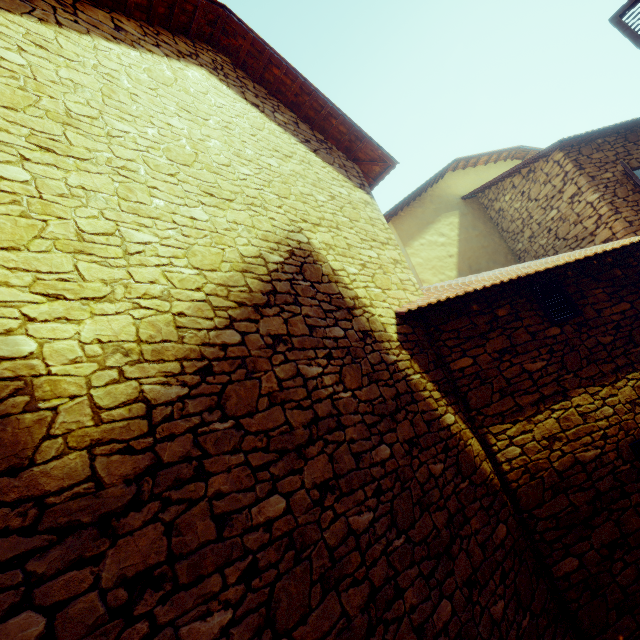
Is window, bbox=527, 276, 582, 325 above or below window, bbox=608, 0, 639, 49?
below

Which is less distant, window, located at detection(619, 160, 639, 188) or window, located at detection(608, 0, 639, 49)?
window, located at detection(608, 0, 639, 49)

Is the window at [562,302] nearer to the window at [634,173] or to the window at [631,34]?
the window at [631,34]

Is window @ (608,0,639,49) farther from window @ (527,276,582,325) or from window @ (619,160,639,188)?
window @ (619,160,639,188)

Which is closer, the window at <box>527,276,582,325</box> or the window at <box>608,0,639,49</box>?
the window at <box>608,0,639,49</box>

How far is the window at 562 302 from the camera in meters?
4.9 m

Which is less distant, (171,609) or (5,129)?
(171,609)
